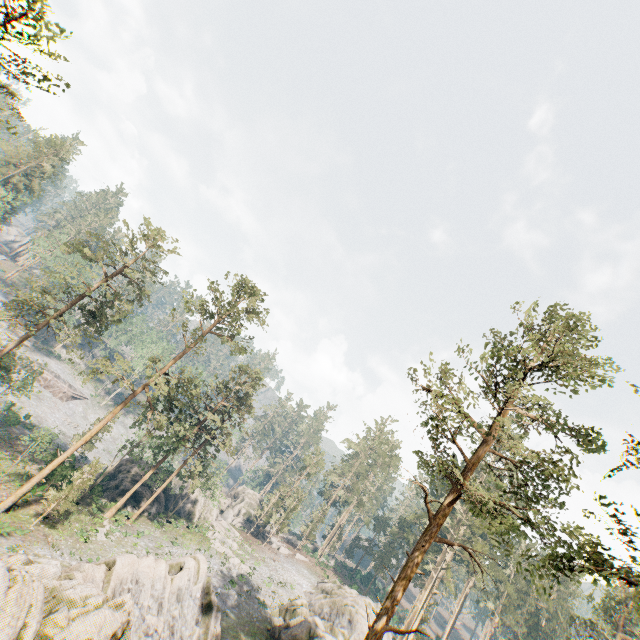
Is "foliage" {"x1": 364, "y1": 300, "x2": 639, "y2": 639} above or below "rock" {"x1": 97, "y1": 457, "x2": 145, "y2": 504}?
above

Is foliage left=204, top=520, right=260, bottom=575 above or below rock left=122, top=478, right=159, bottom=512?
above

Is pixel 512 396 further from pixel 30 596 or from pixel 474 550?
pixel 30 596

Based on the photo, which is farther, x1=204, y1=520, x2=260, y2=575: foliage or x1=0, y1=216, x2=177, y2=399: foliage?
x1=204, y1=520, x2=260, y2=575: foliage

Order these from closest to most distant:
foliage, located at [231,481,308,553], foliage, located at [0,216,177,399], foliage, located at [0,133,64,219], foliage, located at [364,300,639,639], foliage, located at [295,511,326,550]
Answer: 1. foliage, located at [364,300,639,639]
2. foliage, located at [0,216,177,399]
3. foliage, located at [231,481,308,553]
4. foliage, located at [0,133,64,219]
5. foliage, located at [295,511,326,550]

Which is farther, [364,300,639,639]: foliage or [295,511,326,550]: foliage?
[295,511,326,550]: foliage

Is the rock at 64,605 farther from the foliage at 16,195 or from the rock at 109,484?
the rock at 109,484

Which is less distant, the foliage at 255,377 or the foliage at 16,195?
the foliage at 255,377
